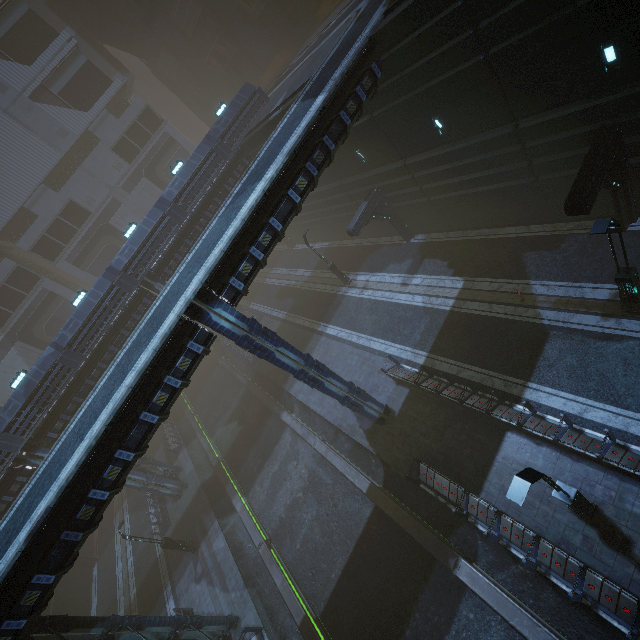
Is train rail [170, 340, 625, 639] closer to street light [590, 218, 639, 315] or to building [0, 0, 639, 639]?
building [0, 0, 639, 639]

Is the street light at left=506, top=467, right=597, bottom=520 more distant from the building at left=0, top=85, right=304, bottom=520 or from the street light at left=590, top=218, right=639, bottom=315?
the street light at left=590, top=218, right=639, bottom=315

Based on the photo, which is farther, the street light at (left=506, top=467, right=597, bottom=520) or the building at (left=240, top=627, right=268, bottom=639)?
the building at (left=240, top=627, right=268, bottom=639)

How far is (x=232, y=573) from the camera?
19.05m

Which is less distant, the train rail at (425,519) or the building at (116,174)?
the train rail at (425,519)

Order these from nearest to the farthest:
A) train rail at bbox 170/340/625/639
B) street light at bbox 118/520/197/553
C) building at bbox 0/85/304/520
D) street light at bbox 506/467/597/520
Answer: street light at bbox 506/467/597/520 < train rail at bbox 170/340/625/639 < street light at bbox 118/520/197/553 < building at bbox 0/85/304/520

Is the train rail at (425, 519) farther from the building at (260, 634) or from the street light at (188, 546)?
the street light at (188, 546)

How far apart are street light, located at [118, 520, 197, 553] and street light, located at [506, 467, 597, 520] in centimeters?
2224cm
